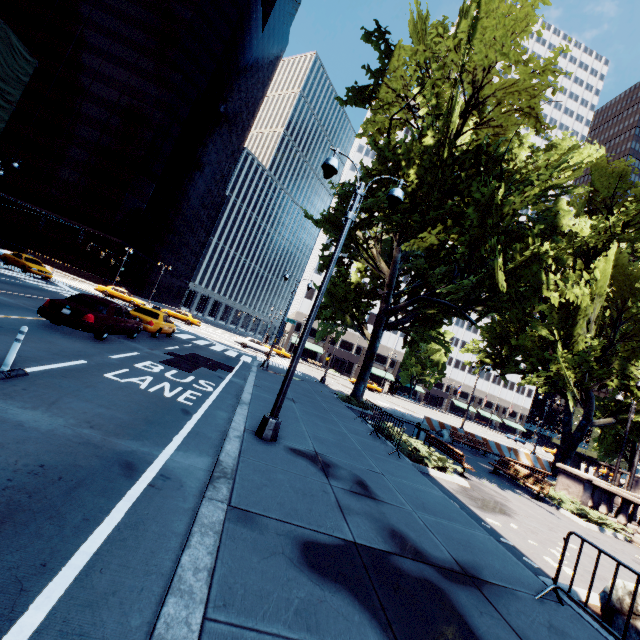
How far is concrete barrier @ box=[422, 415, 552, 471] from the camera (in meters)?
24.86

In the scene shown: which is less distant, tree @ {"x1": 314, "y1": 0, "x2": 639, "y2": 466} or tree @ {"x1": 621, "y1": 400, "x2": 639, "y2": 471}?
tree @ {"x1": 314, "y1": 0, "x2": 639, "y2": 466}

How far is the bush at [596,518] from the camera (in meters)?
12.36

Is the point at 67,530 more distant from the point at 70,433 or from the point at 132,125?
the point at 132,125

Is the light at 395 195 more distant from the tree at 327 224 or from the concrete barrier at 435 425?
the concrete barrier at 435 425

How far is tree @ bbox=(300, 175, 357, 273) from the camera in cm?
1883

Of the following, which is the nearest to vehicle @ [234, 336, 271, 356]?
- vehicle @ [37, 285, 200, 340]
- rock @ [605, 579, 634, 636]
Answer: vehicle @ [37, 285, 200, 340]

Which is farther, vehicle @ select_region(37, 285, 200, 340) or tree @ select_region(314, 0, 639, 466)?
tree @ select_region(314, 0, 639, 466)
